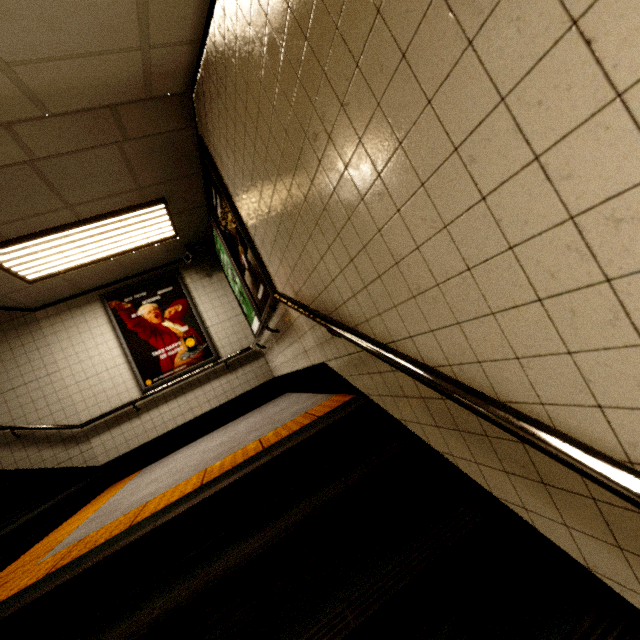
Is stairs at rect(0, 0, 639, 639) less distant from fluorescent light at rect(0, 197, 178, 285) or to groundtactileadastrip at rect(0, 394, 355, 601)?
groundtactileadastrip at rect(0, 394, 355, 601)

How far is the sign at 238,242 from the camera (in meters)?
3.08

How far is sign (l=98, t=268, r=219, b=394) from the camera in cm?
522

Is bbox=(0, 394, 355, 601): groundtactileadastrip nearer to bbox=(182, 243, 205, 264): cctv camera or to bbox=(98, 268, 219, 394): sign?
bbox=(98, 268, 219, 394): sign

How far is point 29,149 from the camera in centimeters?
265cm

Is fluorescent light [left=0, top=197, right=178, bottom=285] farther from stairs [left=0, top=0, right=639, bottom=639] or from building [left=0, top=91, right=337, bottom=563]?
stairs [left=0, top=0, right=639, bottom=639]

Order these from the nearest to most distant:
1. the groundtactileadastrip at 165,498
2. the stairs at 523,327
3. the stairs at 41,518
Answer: the stairs at 523,327 → the groundtactileadastrip at 165,498 → the stairs at 41,518

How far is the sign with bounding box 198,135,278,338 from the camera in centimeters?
308cm
